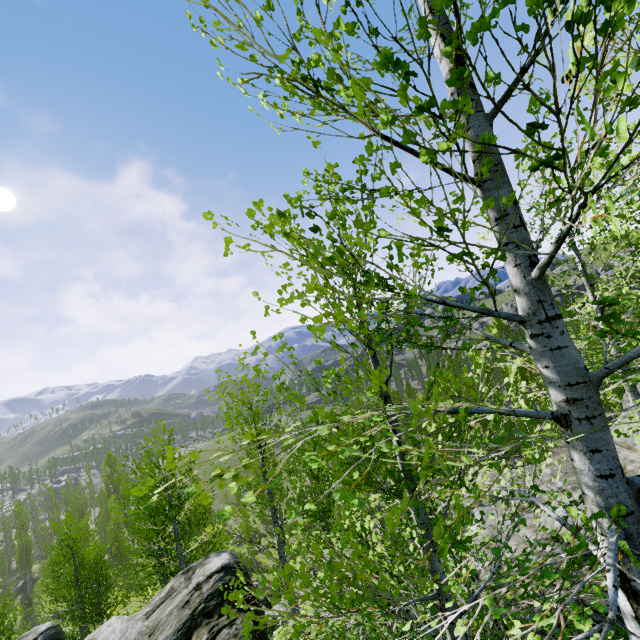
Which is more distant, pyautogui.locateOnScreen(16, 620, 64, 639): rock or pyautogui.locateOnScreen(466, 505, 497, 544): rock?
pyautogui.locateOnScreen(16, 620, 64, 639): rock

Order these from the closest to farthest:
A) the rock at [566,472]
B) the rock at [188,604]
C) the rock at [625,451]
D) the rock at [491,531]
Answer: the rock at [188,604]
the rock at [625,451]
the rock at [566,472]
the rock at [491,531]

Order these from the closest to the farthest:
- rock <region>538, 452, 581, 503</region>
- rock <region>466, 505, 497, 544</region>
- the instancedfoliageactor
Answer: the instancedfoliageactor < rock <region>538, 452, 581, 503</region> < rock <region>466, 505, 497, 544</region>

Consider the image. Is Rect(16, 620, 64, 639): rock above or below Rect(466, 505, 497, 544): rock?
below

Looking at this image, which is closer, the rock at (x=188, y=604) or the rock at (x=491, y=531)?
the rock at (x=188, y=604)

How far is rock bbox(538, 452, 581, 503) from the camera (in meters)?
11.28

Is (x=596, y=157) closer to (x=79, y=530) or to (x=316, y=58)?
(x=316, y=58)
